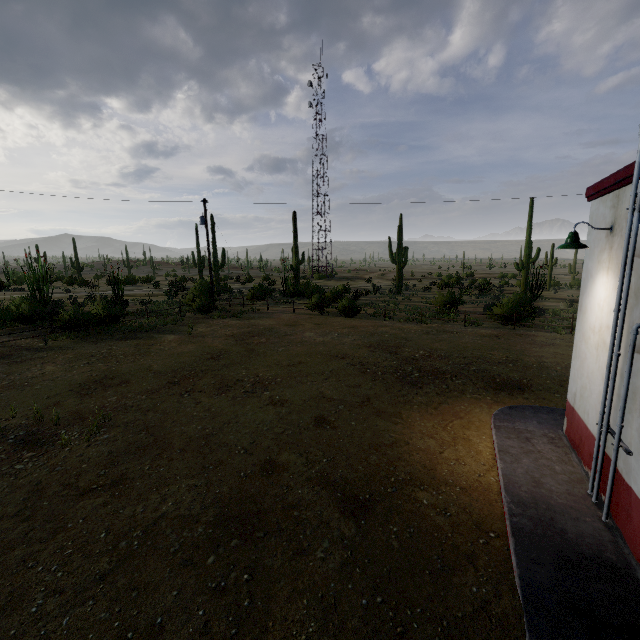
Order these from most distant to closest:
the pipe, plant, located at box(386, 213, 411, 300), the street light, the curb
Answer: plant, located at box(386, 213, 411, 300) → the street light → the pipe → the curb

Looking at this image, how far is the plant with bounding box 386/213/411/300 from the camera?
37.5m

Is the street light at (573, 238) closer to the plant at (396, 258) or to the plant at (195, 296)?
the plant at (396, 258)

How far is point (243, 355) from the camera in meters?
13.6

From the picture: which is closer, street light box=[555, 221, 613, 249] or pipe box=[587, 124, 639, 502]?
pipe box=[587, 124, 639, 502]

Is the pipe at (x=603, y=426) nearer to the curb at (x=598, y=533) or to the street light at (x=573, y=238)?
the curb at (x=598, y=533)

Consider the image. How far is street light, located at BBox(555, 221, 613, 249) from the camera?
5.2 meters

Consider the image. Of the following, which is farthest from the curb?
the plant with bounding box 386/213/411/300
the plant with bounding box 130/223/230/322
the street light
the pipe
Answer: the plant with bounding box 130/223/230/322
